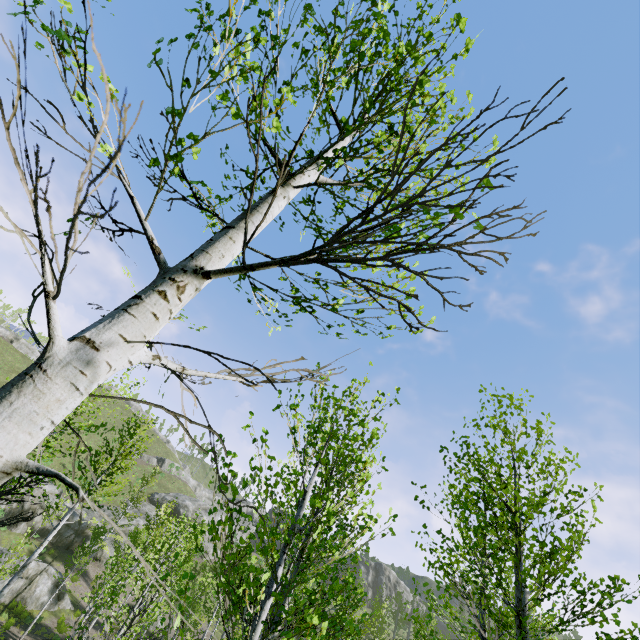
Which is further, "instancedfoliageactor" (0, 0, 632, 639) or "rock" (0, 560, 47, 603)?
"rock" (0, 560, 47, 603)

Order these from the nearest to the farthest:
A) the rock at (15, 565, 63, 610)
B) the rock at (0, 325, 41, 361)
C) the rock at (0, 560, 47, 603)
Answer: the rock at (0, 560, 47, 603) < the rock at (15, 565, 63, 610) < the rock at (0, 325, 41, 361)

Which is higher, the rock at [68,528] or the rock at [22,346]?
the rock at [22,346]

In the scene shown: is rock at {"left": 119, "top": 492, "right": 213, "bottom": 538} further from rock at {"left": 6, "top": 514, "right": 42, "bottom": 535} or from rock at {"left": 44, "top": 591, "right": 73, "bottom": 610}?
rock at {"left": 44, "top": 591, "right": 73, "bottom": 610}

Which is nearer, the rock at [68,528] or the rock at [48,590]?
the rock at [48,590]

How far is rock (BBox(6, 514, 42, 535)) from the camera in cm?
3017

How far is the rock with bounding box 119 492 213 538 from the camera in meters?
40.5

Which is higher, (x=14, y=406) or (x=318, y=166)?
(x=318, y=166)
